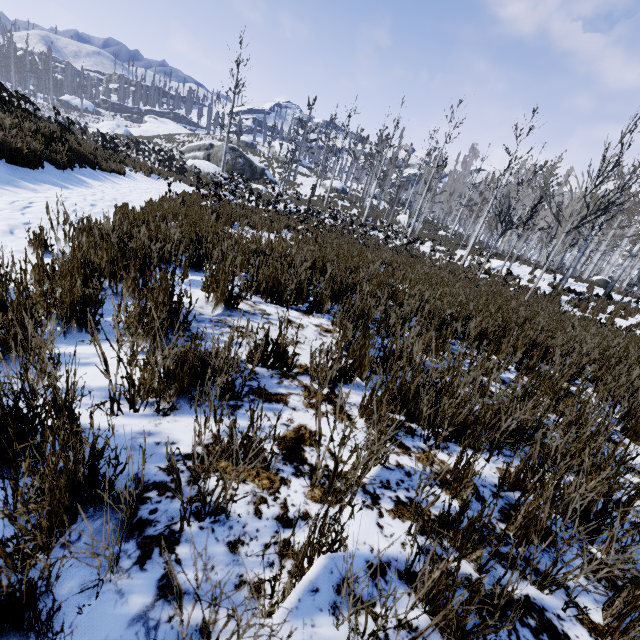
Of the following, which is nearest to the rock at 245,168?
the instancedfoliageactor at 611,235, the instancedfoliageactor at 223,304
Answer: the instancedfoliageactor at 611,235

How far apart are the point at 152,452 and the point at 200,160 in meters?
33.8 m

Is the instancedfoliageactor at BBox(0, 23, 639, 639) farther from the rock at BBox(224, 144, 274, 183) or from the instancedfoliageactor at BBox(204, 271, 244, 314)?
the rock at BBox(224, 144, 274, 183)

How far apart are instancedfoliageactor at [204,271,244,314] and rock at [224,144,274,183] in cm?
3563

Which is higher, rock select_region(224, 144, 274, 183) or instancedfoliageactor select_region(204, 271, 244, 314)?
rock select_region(224, 144, 274, 183)

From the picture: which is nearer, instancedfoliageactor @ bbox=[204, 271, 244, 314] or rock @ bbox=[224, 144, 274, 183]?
instancedfoliageactor @ bbox=[204, 271, 244, 314]

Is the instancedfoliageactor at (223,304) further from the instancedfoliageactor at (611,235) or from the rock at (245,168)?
the rock at (245,168)
